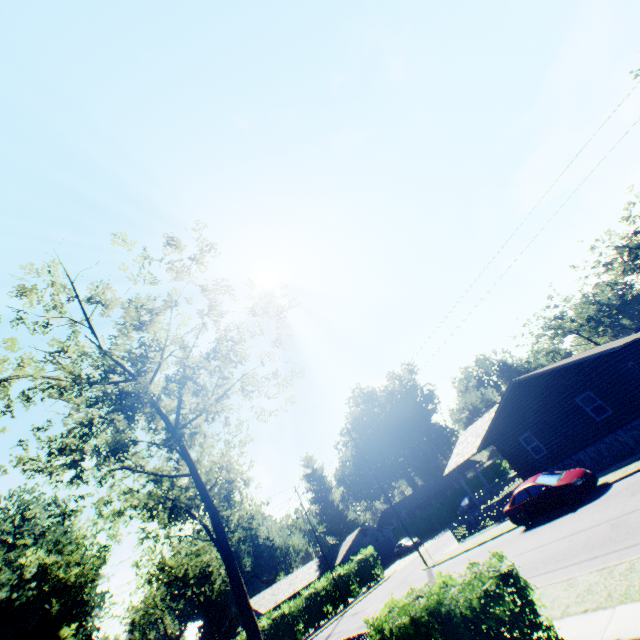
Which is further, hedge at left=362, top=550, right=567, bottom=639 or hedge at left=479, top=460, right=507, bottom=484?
hedge at left=479, top=460, right=507, bottom=484

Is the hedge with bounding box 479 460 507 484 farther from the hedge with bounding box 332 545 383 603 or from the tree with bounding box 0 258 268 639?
the tree with bounding box 0 258 268 639

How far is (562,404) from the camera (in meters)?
21.34

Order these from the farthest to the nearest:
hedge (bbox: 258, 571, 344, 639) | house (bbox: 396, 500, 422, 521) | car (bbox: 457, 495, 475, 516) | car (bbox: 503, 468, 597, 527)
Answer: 1. house (bbox: 396, 500, 422, 521)
2. car (bbox: 457, 495, 475, 516)
3. hedge (bbox: 258, 571, 344, 639)
4. car (bbox: 503, 468, 597, 527)

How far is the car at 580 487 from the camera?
15.11m

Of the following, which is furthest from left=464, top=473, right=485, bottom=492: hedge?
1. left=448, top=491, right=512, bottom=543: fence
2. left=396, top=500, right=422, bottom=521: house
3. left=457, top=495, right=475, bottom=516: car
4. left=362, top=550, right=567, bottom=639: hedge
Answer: left=362, top=550, right=567, bottom=639: hedge

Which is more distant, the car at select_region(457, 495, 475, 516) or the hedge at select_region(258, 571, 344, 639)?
the car at select_region(457, 495, 475, 516)

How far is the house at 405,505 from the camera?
57.9 meters
